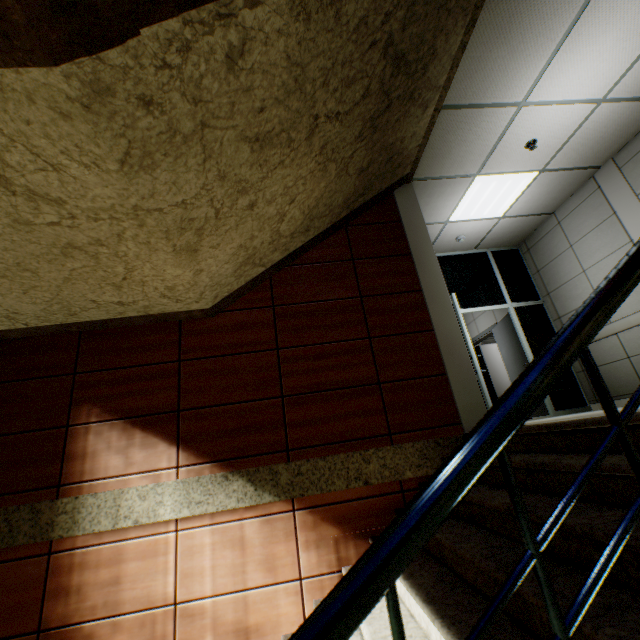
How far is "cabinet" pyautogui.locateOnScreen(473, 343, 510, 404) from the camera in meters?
8.7

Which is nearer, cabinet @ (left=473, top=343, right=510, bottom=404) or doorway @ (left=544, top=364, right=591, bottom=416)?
doorway @ (left=544, top=364, right=591, bottom=416)

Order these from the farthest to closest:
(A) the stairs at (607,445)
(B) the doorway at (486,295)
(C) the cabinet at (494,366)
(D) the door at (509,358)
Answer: (C) the cabinet at (494,366) < (D) the door at (509,358) < (B) the doorway at (486,295) < (A) the stairs at (607,445)

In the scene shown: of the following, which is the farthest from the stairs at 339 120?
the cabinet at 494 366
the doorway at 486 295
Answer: the cabinet at 494 366

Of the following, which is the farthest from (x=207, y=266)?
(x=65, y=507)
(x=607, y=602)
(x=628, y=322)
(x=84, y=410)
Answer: (x=628, y=322)

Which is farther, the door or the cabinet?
the cabinet

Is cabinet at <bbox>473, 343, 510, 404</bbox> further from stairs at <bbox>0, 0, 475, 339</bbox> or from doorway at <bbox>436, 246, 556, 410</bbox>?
stairs at <bbox>0, 0, 475, 339</bbox>

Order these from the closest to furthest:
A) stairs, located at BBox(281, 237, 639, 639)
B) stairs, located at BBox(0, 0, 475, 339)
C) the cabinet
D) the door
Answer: stairs, located at BBox(281, 237, 639, 639)
stairs, located at BBox(0, 0, 475, 339)
the door
the cabinet
